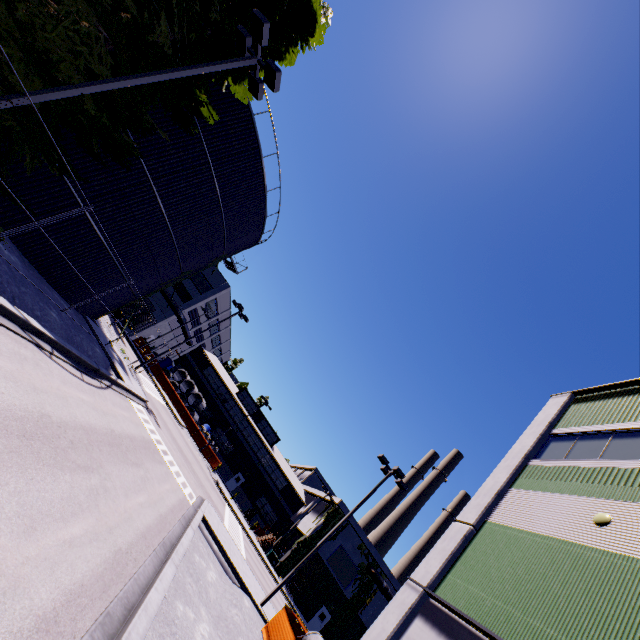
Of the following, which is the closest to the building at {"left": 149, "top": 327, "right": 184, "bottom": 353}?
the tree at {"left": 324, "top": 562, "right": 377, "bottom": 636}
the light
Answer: the tree at {"left": 324, "top": 562, "right": 377, "bottom": 636}

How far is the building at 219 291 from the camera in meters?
46.3 m

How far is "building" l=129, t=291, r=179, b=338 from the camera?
43.52m

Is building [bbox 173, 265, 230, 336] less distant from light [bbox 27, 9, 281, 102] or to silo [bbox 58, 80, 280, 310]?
silo [bbox 58, 80, 280, 310]

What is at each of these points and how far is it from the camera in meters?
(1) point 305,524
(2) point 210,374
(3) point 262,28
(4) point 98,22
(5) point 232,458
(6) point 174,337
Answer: (1) building, 44.4 m
(2) building, 52.3 m
(3) light, 10.0 m
(4) tree, 10.5 m
(5) building, 50.1 m
(6) building, 51.4 m

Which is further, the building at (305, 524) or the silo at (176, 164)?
the building at (305, 524)

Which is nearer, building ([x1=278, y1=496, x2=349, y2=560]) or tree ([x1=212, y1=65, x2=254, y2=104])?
tree ([x1=212, y1=65, x2=254, y2=104])
